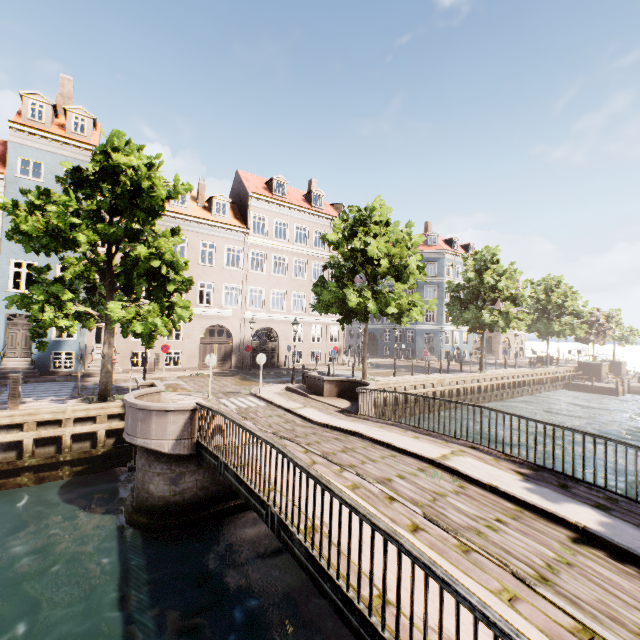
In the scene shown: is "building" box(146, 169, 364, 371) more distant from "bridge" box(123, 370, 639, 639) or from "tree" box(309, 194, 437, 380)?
"bridge" box(123, 370, 639, 639)

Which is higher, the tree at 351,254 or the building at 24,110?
the building at 24,110

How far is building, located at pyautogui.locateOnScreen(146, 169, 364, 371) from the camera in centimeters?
2322cm

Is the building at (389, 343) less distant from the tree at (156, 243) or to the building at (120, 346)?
the tree at (156, 243)

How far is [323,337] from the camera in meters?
29.7

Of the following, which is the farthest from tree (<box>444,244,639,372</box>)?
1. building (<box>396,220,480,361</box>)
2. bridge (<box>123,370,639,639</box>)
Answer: building (<box>396,220,480,361</box>)

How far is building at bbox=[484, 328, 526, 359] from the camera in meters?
45.9

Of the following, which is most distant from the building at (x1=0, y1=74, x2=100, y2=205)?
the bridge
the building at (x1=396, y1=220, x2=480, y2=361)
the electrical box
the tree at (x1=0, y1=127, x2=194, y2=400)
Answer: the electrical box
